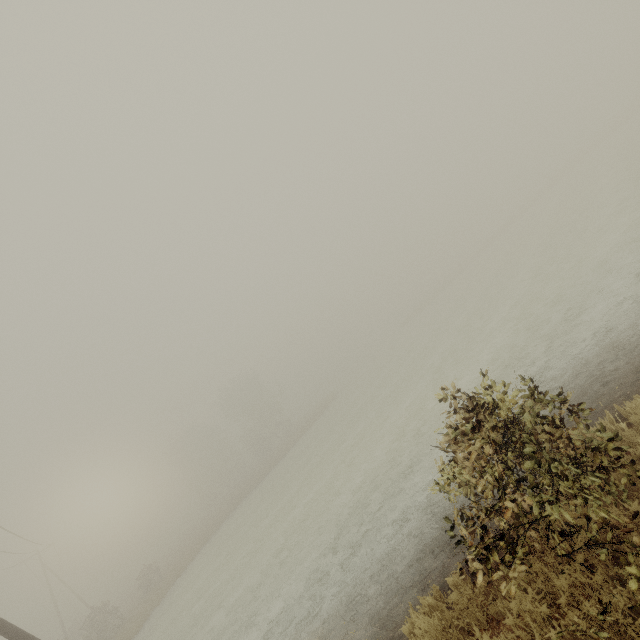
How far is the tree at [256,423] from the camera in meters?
51.7

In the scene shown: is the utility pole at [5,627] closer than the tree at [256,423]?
Yes

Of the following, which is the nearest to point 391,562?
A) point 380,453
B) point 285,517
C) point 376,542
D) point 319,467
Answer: point 376,542

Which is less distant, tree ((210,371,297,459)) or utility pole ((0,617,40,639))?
utility pole ((0,617,40,639))

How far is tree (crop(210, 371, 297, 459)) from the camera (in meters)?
51.66
